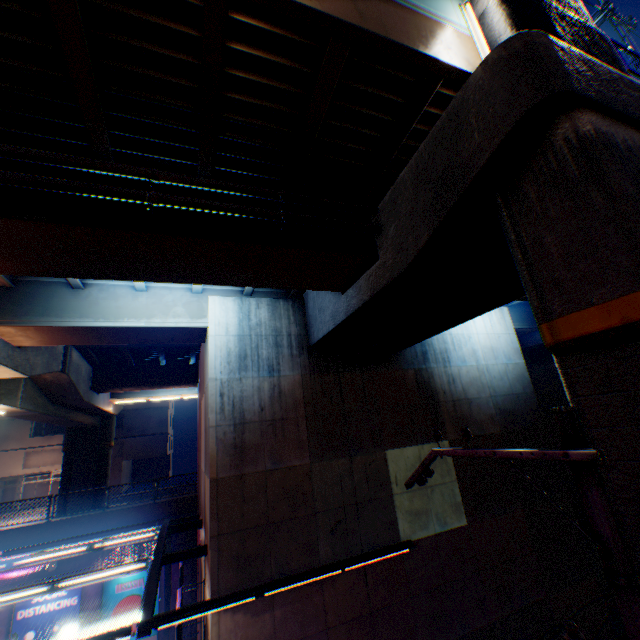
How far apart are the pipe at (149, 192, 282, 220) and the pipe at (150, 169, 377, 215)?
0.3m

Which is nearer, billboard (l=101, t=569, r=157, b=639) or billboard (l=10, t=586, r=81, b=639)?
billboard (l=10, t=586, r=81, b=639)

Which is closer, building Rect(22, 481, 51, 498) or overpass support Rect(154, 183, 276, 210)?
overpass support Rect(154, 183, 276, 210)

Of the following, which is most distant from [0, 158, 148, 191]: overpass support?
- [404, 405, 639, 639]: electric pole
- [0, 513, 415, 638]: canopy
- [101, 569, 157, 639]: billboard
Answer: [101, 569, 157, 639]: billboard

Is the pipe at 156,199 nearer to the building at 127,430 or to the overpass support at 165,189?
the overpass support at 165,189

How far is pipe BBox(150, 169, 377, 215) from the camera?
6.2m

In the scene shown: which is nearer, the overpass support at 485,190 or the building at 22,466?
the overpass support at 485,190

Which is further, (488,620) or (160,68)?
(488,620)
